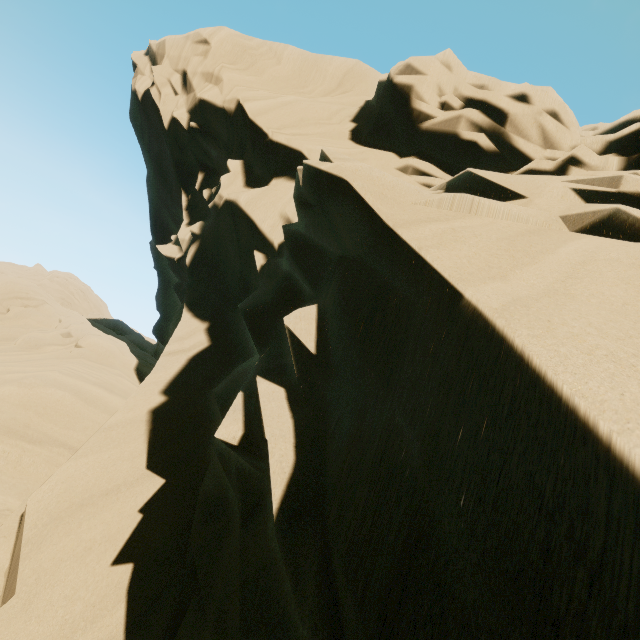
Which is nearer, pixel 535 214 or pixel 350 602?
pixel 350 602
